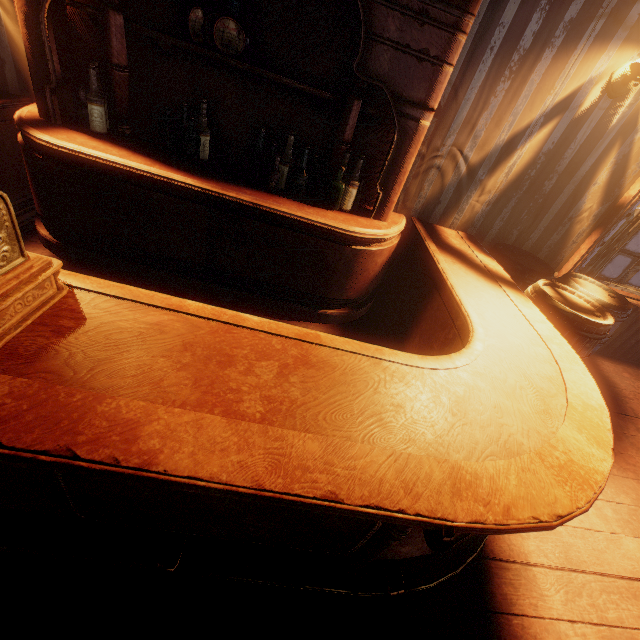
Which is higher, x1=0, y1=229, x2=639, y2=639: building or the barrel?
the barrel

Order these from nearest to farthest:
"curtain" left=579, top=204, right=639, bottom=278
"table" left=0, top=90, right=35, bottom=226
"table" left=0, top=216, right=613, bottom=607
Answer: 1. "table" left=0, top=216, right=613, bottom=607
2. "table" left=0, top=90, right=35, bottom=226
3. "curtain" left=579, top=204, right=639, bottom=278

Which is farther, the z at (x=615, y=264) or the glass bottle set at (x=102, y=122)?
the z at (x=615, y=264)

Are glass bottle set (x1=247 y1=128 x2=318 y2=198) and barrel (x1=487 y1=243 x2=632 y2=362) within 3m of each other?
yes

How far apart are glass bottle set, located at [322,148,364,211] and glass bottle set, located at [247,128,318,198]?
0.2m

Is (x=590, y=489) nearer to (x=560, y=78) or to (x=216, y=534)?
(x=216, y=534)

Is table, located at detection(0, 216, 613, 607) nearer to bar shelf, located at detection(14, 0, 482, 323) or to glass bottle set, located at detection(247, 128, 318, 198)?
bar shelf, located at detection(14, 0, 482, 323)

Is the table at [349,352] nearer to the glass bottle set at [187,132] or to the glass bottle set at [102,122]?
the glass bottle set at [102,122]
